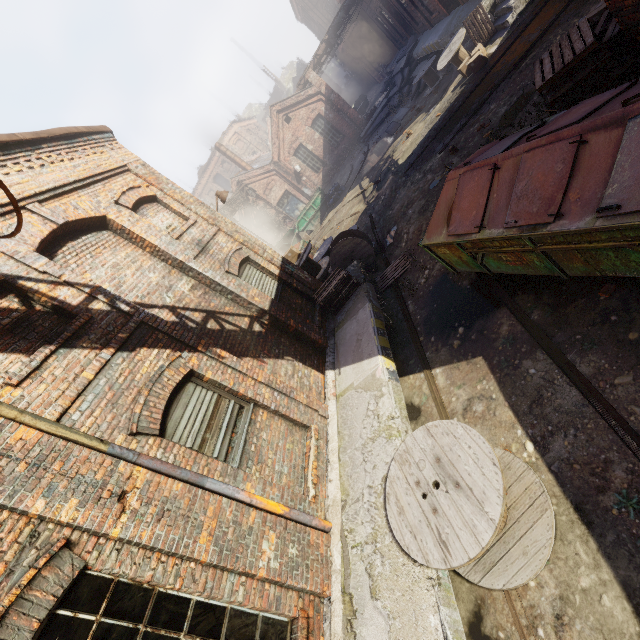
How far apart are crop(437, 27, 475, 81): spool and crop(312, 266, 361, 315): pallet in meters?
10.9 m

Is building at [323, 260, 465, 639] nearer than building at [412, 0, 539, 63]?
Yes

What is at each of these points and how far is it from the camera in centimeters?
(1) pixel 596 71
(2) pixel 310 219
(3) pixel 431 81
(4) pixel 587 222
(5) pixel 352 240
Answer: (1) pallet, 517cm
(2) container, 2431cm
(3) spool, 1692cm
(4) trash container, 329cm
(5) spool, 1052cm

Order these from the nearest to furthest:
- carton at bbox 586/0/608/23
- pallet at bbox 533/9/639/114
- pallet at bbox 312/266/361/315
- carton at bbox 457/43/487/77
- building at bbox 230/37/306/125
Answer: pallet at bbox 533/9/639/114 < carton at bbox 586/0/608/23 < pallet at bbox 312/266/361/315 < carton at bbox 457/43/487/77 < building at bbox 230/37/306/125

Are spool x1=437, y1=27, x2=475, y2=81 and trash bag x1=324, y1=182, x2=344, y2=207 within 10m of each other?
yes

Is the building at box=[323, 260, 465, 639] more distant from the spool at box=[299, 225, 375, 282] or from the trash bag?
the trash bag

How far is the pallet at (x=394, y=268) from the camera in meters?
9.2

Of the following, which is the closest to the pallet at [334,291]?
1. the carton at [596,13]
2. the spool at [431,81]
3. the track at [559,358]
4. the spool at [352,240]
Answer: the spool at [352,240]
